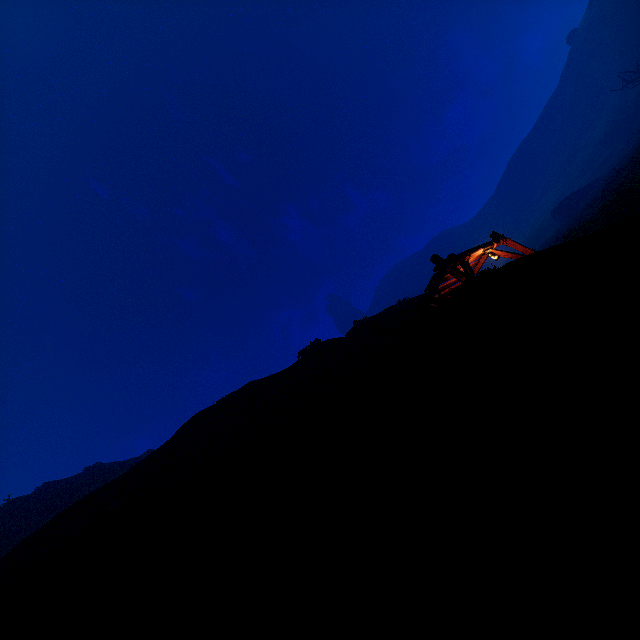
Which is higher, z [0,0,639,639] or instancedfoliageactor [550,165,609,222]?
instancedfoliageactor [550,165,609,222]

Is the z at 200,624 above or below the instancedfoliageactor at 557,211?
below

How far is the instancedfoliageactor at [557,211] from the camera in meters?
46.4 m

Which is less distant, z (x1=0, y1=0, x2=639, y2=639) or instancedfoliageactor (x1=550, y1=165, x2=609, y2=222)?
z (x1=0, y1=0, x2=639, y2=639)

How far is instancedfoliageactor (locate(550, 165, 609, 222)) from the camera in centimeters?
4638cm

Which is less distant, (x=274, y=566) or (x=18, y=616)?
(x=274, y=566)
